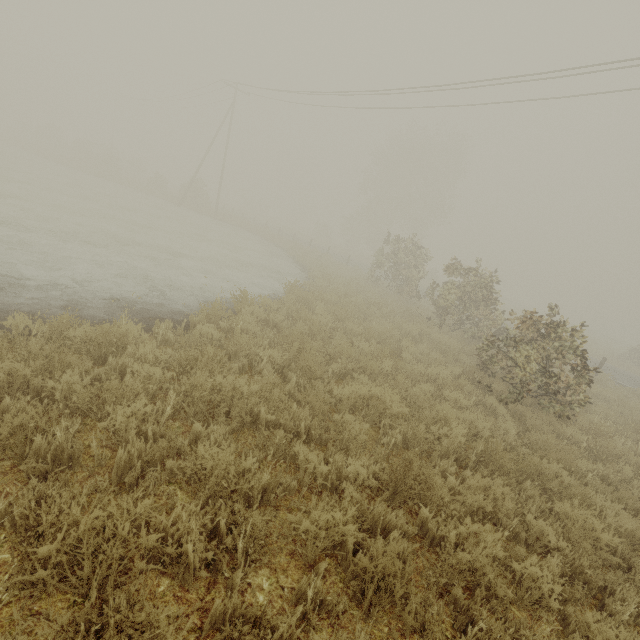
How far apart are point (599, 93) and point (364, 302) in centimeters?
1222cm
